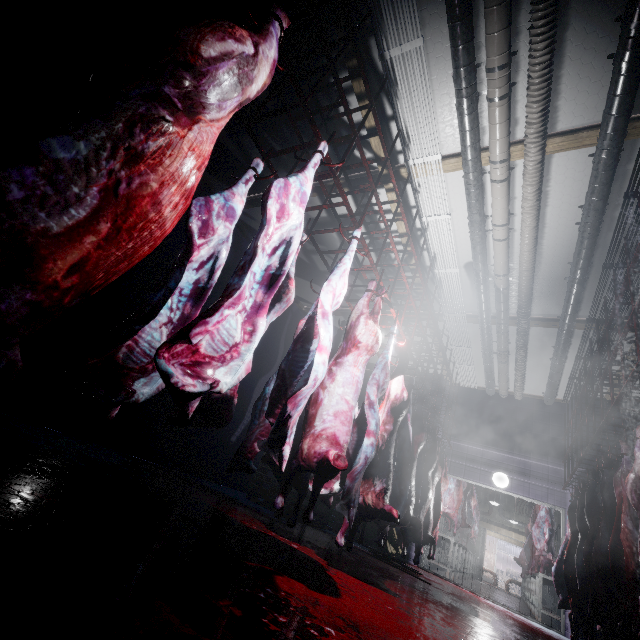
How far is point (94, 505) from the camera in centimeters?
172cm

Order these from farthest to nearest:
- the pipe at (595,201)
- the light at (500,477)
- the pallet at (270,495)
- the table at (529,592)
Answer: the light at (500,477) → the table at (529,592) → the pallet at (270,495) → the pipe at (595,201)

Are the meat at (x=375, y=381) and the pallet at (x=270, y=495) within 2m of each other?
no

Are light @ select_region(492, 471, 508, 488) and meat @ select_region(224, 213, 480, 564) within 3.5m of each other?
no

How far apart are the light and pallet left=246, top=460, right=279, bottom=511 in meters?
3.4 m

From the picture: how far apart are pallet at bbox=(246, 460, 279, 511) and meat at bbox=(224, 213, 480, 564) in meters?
2.5

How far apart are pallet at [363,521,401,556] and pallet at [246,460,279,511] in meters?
0.3

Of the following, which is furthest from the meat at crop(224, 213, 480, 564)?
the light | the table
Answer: the table
